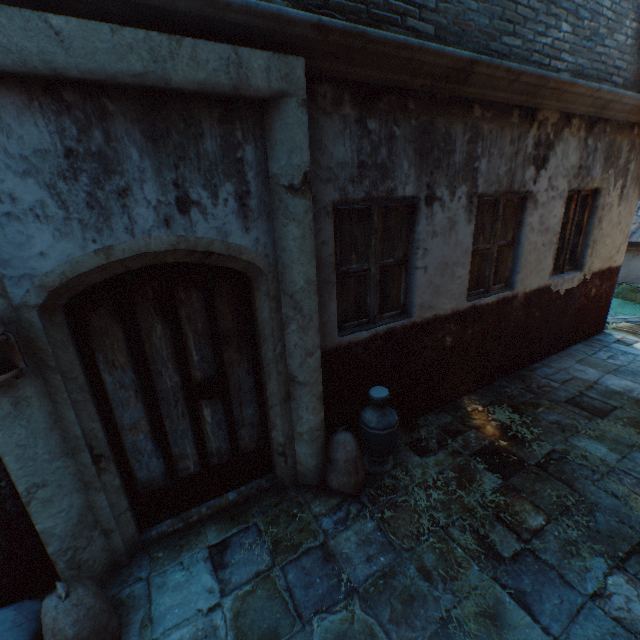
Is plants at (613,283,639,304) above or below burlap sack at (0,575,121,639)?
below

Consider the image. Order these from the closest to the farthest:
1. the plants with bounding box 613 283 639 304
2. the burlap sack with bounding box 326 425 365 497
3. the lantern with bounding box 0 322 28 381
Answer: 1. the lantern with bounding box 0 322 28 381
2. the burlap sack with bounding box 326 425 365 497
3. the plants with bounding box 613 283 639 304

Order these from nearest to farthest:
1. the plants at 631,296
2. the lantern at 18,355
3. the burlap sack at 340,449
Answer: the lantern at 18,355 → the burlap sack at 340,449 → the plants at 631,296

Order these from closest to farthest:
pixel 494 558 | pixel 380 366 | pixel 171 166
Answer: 1. pixel 171 166
2. pixel 494 558
3. pixel 380 366

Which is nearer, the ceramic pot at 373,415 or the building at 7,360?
the building at 7,360

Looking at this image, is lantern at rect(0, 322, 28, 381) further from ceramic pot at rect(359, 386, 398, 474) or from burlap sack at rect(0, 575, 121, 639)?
ceramic pot at rect(359, 386, 398, 474)

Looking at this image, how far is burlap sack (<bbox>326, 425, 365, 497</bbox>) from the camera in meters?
3.2 m

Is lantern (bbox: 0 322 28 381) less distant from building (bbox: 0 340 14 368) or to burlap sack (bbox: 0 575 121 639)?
building (bbox: 0 340 14 368)
